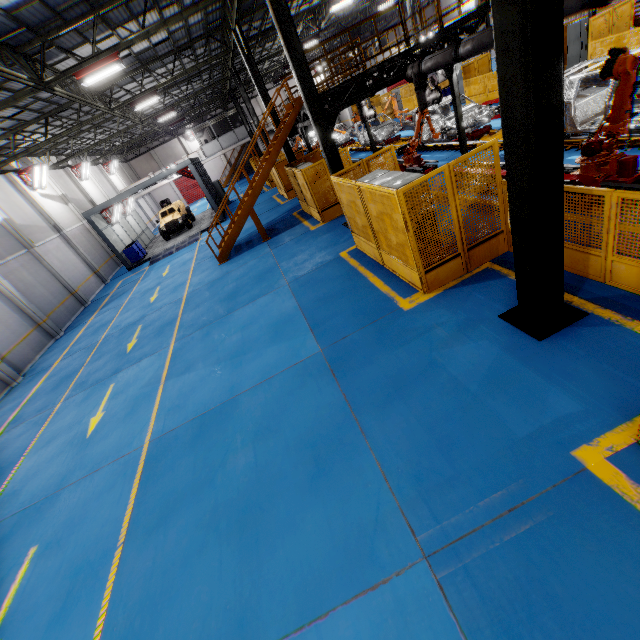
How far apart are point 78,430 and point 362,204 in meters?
9.0 m

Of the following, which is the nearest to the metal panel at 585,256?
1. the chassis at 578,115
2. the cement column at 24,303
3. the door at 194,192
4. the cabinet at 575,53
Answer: the cabinet at 575,53

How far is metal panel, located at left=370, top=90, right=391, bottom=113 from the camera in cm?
2997

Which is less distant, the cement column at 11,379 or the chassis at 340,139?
the cement column at 11,379

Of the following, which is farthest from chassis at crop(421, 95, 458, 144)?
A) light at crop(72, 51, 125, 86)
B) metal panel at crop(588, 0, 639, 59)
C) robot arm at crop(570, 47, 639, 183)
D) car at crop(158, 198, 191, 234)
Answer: car at crop(158, 198, 191, 234)

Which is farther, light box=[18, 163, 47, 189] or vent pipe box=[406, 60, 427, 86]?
light box=[18, 163, 47, 189]

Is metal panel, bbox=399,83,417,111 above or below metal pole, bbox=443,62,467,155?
below

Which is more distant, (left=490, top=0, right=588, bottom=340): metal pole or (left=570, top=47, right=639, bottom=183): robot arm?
(left=570, top=47, right=639, bottom=183): robot arm
